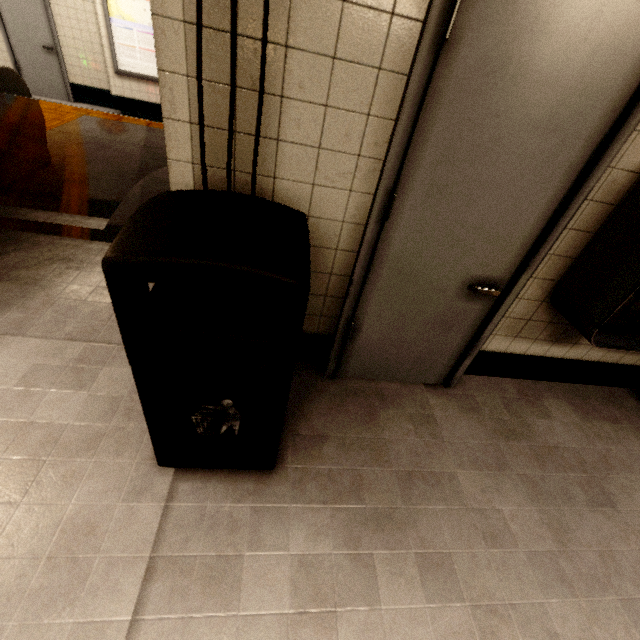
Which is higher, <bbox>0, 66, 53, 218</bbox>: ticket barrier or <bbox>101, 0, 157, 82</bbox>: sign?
<bbox>101, 0, 157, 82</bbox>: sign

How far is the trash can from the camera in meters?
0.9

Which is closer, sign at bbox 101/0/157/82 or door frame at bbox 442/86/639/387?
door frame at bbox 442/86/639/387

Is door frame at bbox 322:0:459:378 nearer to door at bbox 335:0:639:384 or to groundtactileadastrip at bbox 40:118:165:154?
door at bbox 335:0:639:384

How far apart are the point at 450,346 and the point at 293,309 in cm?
145

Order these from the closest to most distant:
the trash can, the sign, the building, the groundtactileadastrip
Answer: the trash can → the building → the groundtactileadastrip → the sign

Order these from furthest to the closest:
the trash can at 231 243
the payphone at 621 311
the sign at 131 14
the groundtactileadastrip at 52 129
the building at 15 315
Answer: the sign at 131 14 → the groundtactileadastrip at 52 129 → the building at 15 315 → the payphone at 621 311 → the trash can at 231 243

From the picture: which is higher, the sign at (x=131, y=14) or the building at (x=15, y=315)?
the sign at (x=131, y=14)
